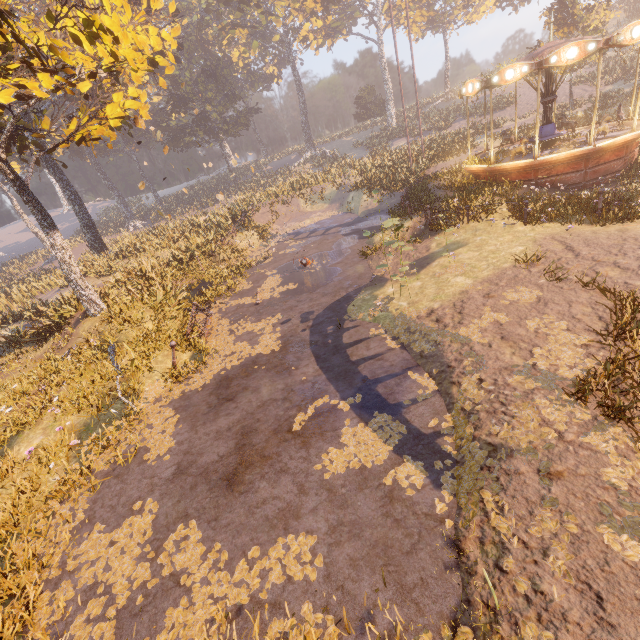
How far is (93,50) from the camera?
8.2m

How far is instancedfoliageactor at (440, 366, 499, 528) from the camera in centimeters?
453cm

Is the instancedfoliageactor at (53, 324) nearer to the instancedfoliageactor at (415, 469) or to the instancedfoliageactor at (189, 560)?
the instancedfoliageactor at (415, 469)

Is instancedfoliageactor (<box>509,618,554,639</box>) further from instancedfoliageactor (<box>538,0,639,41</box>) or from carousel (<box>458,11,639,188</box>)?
instancedfoliageactor (<box>538,0,639,41</box>)

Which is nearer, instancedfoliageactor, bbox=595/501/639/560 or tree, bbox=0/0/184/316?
instancedfoliageactor, bbox=595/501/639/560

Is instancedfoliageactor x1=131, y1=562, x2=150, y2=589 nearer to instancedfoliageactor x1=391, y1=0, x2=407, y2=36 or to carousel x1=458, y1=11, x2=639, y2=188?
carousel x1=458, y1=11, x2=639, y2=188

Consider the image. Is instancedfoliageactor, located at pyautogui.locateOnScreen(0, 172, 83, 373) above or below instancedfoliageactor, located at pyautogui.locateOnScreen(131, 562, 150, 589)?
above
